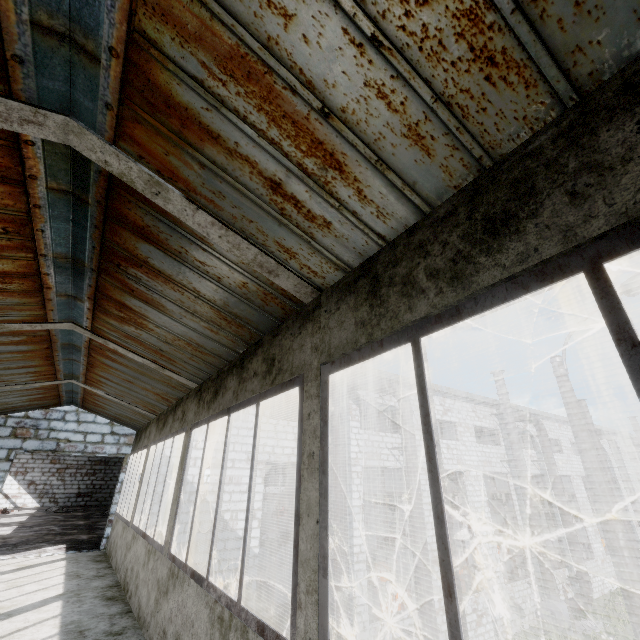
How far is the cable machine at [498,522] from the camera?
37.9 meters

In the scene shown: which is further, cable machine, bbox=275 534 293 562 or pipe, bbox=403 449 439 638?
cable machine, bbox=275 534 293 562

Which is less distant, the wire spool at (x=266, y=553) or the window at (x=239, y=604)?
the window at (x=239, y=604)

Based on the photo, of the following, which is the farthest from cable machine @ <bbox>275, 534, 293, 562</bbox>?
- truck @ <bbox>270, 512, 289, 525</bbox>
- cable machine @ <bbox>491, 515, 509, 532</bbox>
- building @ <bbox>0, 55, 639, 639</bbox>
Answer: building @ <bbox>0, 55, 639, 639</bbox>

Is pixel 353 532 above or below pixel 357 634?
above

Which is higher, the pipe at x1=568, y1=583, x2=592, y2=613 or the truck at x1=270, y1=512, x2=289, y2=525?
the truck at x1=270, y1=512, x2=289, y2=525

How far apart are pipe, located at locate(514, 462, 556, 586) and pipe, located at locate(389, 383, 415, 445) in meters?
8.8 m

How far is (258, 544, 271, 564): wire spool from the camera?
23.42m
